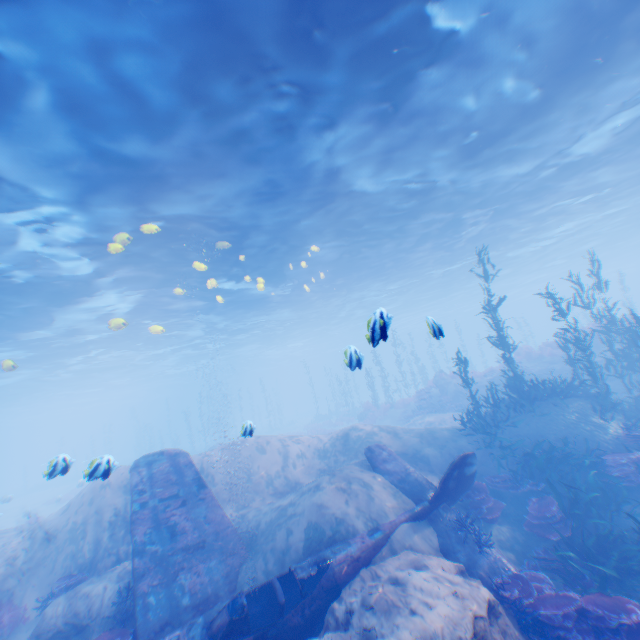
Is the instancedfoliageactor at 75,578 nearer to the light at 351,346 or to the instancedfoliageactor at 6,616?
the instancedfoliageactor at 6,616

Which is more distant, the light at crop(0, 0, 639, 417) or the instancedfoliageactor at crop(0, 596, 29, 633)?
the instancedfoliageactor at crop(0, 596, 29, 633)

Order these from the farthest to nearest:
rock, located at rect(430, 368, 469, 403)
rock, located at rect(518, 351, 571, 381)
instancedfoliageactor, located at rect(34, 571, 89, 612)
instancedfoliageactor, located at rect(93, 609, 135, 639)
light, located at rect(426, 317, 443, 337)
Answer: A:
1. rock, located at rect(430, 368, 469, 403)
2. rock, located at rect(518, 351, 571, 381)
3. instancedfoliageactor, located at rect(34, 571, 89, 612)
4. instancedfoliageactor, located at rect(93, 609, 135, 639)
5. light, located at rect(426, 317, 443, 337)

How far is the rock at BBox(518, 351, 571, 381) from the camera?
20.0m

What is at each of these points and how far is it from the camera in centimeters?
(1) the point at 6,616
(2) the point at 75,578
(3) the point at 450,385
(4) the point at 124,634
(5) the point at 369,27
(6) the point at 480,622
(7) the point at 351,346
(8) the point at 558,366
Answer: (1) instancedfoliageactor, 901cm
(2) instancedfoliageactor, 922cm
(3) rock, 2377cm
(4) instancedfoliageactor, 696cm
(5) light, 775cm
(6) rock, 527cm
(7) light, 734cm
(8) rock, 2042cm

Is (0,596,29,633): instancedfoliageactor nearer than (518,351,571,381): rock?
Yes

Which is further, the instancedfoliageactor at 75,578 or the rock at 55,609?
the instancedfoliageactor at 75,578

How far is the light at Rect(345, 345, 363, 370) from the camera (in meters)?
7.23
